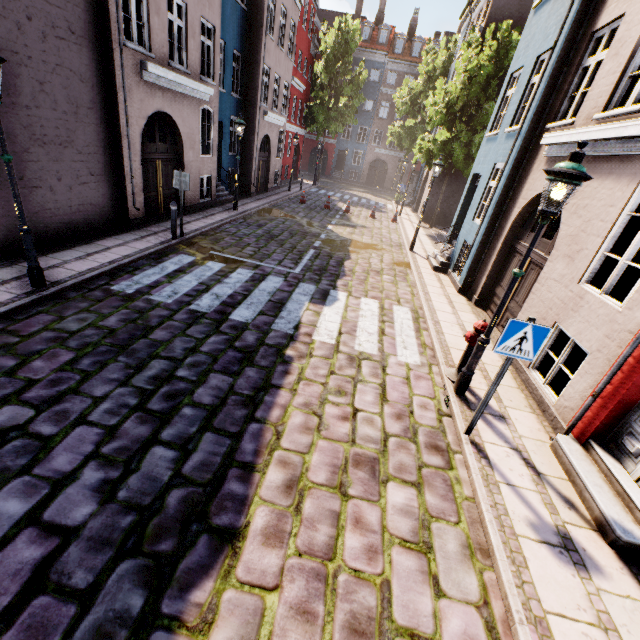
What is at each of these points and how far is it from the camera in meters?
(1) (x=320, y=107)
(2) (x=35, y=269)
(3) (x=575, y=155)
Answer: (1) tree, 29.3
(2) street light, 5.9
(3) street light, 3.8

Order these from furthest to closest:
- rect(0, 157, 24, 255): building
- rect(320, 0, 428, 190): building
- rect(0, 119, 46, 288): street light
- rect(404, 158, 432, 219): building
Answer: rect(320, 0, 428, 190): building < rect(404, 158, 432, 219): building < rect(0, 157, 24, 255): building < rect(0, 119, 46, 288): street light

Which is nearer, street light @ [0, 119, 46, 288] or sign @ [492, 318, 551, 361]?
sign @ [492, 318, 551, 361]

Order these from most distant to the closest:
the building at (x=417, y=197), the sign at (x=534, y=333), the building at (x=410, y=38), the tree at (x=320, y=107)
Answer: the building at (x=410, y=38), the tree at (x=320, y=107), the building at (x=417, y=197), the sign at (x=534, y=333)

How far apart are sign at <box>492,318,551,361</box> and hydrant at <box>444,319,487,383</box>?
1.5m

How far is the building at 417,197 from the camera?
23.52m

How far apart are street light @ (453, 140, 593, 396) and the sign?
0.98m

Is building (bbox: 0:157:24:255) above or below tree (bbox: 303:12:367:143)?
below
